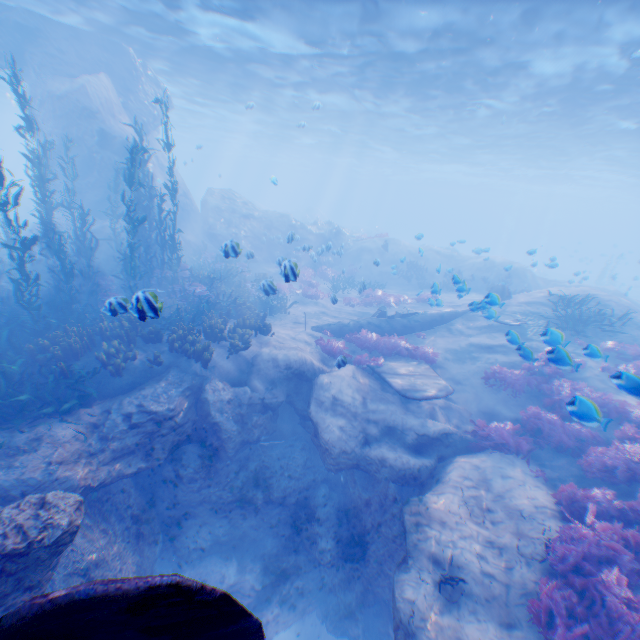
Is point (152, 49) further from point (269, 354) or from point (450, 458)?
point (450, 458)

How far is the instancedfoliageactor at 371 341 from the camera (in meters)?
12.99

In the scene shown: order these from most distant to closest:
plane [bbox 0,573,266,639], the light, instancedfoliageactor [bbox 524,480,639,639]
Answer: the light, instancedfoliageactor [bbox 524,480,639,639], plane [bbox 0,573,266,639]

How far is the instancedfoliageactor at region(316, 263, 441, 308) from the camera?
18.9 meters

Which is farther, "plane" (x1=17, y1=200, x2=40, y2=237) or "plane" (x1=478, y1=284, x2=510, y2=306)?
"plane" (x1=17, y1=200, x2=40, y2=237)

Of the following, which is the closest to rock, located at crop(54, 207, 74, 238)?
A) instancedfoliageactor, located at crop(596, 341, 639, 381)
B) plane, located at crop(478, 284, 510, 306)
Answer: plane, located at crop(478, 284, 510, 306)

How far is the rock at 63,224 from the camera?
17.1 meters
